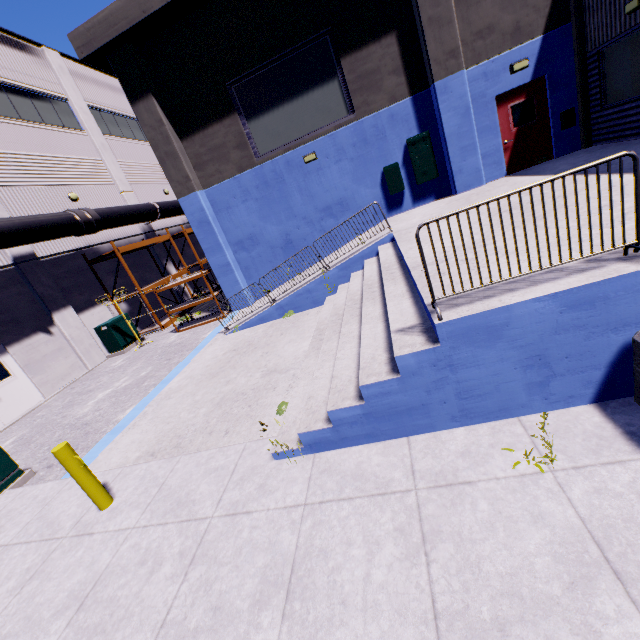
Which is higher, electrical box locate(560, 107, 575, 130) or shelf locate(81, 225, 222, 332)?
electrical box locate(560, 107, 575, 130)

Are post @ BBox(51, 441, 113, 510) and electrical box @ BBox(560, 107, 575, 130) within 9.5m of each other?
no

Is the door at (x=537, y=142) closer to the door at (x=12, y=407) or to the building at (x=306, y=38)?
the building at (x=306, y=38)

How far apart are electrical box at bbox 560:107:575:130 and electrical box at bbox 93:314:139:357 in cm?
1886

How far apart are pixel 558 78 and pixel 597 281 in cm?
1098

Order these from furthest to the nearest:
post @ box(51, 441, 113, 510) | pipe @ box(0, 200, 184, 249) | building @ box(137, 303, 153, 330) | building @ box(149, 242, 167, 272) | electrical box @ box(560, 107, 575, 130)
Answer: building @ box(149, 242, 167, 272) < building @ box(137, 303, 153, 330) < pipe @ box(0, 200, 184, 249) < electrical box @ box(560, 107, 575, 130) < post @ box(51, 441, 113, 510)

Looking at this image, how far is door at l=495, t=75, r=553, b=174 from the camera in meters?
10.2

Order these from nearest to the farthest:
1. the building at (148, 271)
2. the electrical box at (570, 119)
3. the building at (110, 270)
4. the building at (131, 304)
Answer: the electrical box at (570, 119) → the building at (110, 270) → the building at (131, 304) → the building at (148, 271)
